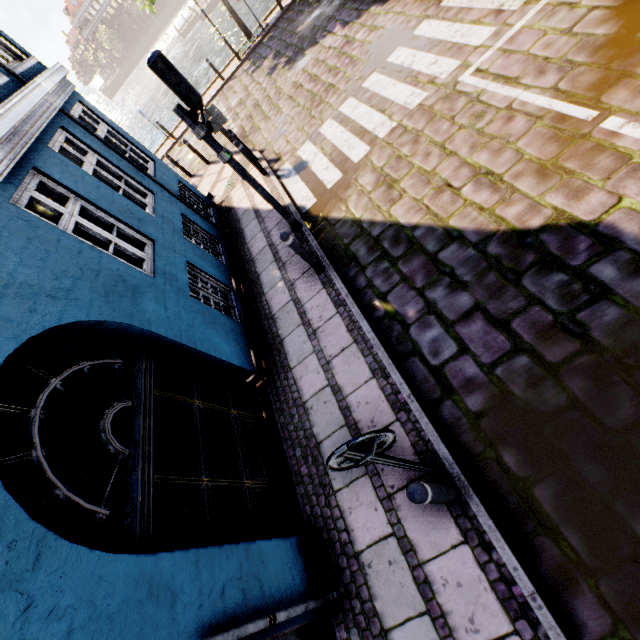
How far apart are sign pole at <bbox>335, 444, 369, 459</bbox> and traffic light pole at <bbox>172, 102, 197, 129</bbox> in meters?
5.2 m

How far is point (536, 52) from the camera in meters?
5.2 m

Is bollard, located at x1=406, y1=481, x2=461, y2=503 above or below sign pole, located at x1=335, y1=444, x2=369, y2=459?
below

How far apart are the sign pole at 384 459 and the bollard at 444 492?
0.2 meters

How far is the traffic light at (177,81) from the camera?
4.3m

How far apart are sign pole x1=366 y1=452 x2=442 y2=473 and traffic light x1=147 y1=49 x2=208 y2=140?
5.16m

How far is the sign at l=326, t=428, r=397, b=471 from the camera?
2.10m

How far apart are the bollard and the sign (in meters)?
0.36
